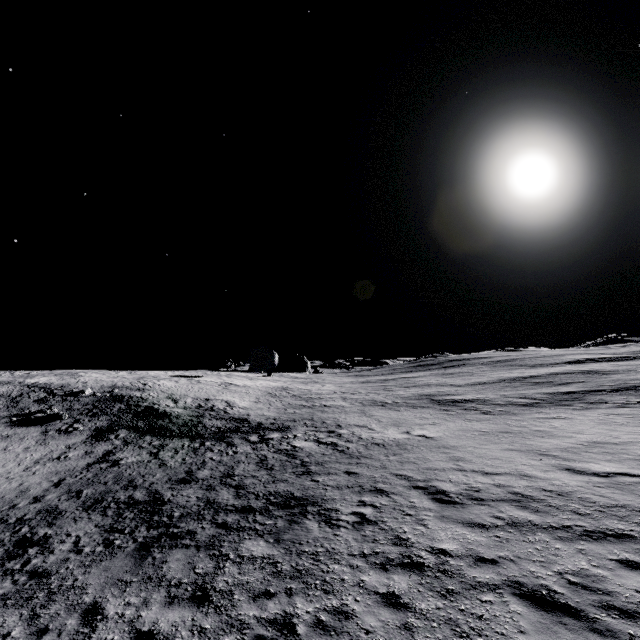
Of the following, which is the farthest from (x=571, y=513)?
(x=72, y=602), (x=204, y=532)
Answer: (x=72, y=602)
